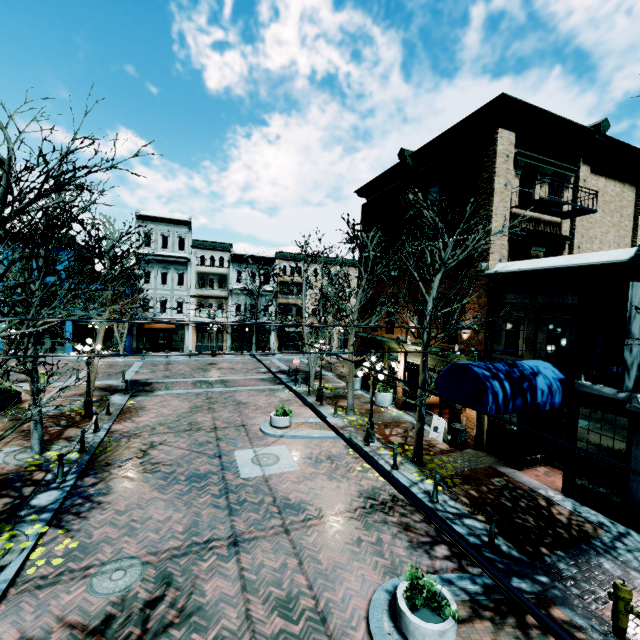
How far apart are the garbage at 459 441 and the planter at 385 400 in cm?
476

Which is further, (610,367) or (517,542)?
(610,367)

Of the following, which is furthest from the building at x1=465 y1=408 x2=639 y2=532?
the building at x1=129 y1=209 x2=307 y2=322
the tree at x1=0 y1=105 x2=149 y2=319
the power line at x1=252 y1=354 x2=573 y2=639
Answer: the building at x1=129 y1=209 x2=307 y2=322

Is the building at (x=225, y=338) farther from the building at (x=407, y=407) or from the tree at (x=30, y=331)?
the tree at (x=30, y=331)

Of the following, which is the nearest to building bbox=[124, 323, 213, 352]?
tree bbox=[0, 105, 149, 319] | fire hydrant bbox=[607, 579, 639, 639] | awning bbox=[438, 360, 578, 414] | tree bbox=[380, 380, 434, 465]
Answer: tree bbox=[380, 380, 434, 465]

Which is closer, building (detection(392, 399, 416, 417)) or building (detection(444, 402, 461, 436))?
building (detection(444, 402, 461, 436))

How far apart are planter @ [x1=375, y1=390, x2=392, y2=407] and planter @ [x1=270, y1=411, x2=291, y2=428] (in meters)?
5.65

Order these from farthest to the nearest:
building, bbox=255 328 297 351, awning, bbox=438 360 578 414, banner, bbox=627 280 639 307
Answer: building, bbox=255 328 297 351 → awning, bbox=438 360 578 414 → banner, bbox=627 280 639 307
